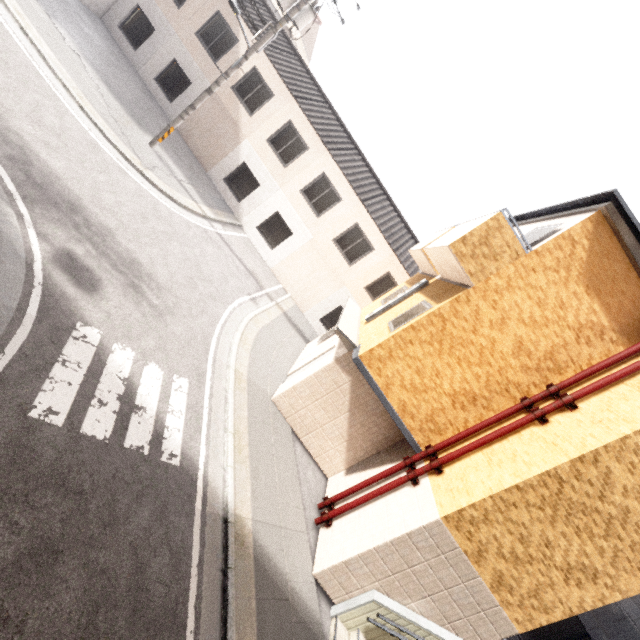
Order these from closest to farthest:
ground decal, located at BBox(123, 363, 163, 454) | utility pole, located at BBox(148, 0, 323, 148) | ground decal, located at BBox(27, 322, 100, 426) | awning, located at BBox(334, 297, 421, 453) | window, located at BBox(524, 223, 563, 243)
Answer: ground decal, located at BBox(27, 322, 100, 426), ground decal, located at BBox(123, 363, 163, 454), window, located at BBox(524, 223, 563, 243), awning, located at BBox(334, 297, 421, 453), utility pole, located at BBox(148, 0, 323, 148)

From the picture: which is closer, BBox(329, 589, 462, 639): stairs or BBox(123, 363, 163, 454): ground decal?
BBox(123, 363, 163, 454): ground decal

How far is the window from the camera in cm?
695

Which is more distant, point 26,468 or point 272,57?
point 272,57

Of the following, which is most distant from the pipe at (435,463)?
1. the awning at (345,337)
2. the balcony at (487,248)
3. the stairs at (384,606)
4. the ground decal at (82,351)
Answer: the ground decal at (82,351)

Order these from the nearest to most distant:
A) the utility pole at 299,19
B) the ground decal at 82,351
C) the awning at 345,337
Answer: the ground decal at 82,351 → the awning at 345,337 → the utility pole at 299,19

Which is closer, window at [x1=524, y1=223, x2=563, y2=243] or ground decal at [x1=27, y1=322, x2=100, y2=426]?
ground decal at [x1=27, y1=322, x2=100, y2=426]
